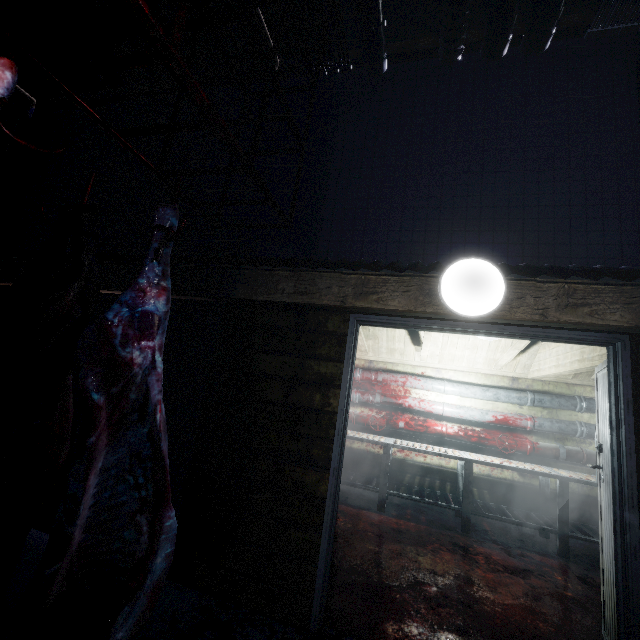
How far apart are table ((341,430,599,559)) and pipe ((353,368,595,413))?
0.8 meters

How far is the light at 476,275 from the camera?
1.6m

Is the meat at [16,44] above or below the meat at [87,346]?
above

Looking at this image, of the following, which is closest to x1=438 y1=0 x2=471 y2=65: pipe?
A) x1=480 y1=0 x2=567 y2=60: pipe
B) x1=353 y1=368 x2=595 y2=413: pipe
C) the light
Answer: x1=480 y1=0 x2=567 y2=60: pipe

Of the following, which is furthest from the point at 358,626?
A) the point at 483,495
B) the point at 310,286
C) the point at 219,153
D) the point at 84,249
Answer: the point at 219,153

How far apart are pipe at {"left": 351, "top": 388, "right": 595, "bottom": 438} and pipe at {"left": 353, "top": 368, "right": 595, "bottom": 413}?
0.1 meters

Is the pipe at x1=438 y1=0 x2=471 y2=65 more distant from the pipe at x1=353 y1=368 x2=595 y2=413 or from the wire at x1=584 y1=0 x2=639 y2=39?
the pipe at x1=353 y1=368 x2=595 y2=413

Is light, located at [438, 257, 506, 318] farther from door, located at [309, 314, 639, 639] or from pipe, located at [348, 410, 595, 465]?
pipe, located at [348, 410, 595, 465]
